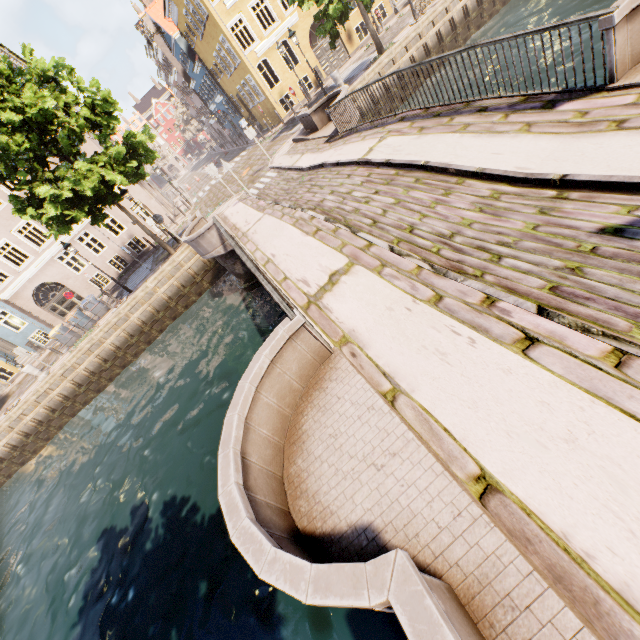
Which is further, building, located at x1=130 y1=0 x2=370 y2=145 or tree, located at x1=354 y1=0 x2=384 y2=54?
building, located at x1=130 y1=0 x2=370 y2=145

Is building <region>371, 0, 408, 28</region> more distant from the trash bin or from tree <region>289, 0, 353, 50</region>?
the trash bin

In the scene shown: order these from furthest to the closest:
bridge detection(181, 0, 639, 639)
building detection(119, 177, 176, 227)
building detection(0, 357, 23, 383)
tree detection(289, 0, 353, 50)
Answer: building detection(119, 177, 176, 227) → building detection(0, 357, 23, 383) → tree detection(289, 0, 353, 50) → bridge detection(181, 0, 639, 639)

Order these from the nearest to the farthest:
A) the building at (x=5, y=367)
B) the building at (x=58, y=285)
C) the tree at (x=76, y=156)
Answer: the tree at (x=76, y=156)
the building at (x=58, y=285)
the building at (x=5, y=367)

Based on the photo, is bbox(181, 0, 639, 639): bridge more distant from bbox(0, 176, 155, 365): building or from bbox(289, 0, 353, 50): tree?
bbox(0, 176, 155, 365): building

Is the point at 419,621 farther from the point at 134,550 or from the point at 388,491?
the point at 134,550

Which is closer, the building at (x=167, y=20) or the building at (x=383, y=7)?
the building at (x=167, y=20)
